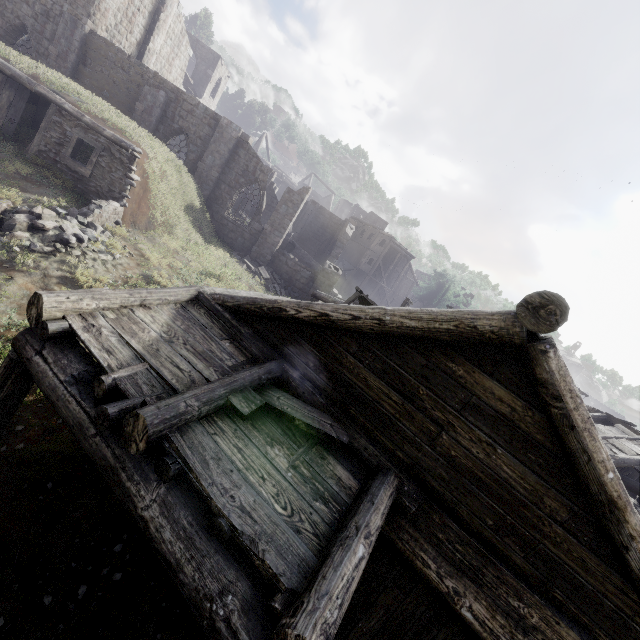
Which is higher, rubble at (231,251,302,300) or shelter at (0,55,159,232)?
shelter at (0,55,159,232)

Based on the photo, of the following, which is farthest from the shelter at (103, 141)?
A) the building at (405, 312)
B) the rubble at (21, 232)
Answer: the rubble at (21, 232)

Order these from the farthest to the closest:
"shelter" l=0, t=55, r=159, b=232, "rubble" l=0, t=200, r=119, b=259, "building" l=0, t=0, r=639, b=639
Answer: "shelter" l=0, t=55, r=159, b=232 < "rubble" l=0, t=200, r=119, b=259 < "building" l=0, t=0, r=639, b=639

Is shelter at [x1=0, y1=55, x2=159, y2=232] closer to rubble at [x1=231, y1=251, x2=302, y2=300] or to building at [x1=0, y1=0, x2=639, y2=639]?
building at [x1=0, y1=0, x2=639, y2=639]

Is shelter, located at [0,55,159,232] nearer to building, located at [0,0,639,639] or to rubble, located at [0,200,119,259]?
building, located at [0,0,639,639]

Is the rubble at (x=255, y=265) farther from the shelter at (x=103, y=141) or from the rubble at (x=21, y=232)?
the rubble at (x=21, y=232)

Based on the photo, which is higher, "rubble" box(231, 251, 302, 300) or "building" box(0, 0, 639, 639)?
"building" box(0, 0, 639, 639)

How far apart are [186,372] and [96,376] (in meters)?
0.99
